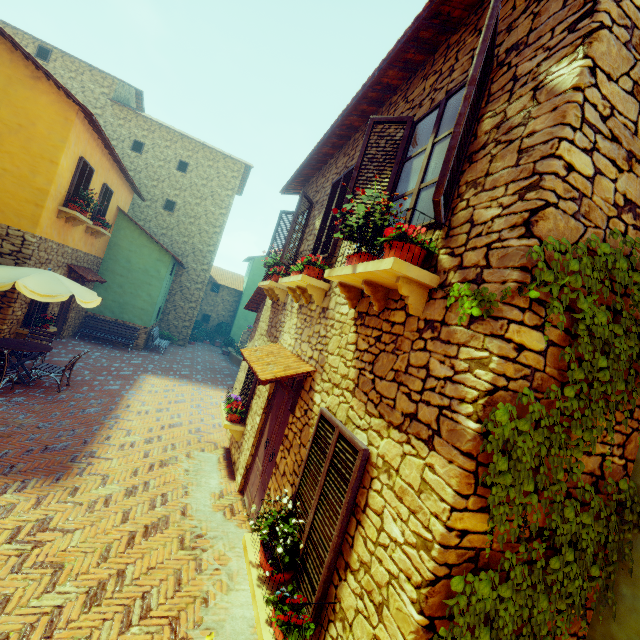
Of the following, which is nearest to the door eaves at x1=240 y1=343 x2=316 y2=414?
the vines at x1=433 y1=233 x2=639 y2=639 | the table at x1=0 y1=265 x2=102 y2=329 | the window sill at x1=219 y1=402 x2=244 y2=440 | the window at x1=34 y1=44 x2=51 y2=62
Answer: the window sill at x1=219 y1=402 x2=244 y2=440

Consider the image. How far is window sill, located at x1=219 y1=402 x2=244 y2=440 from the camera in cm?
720

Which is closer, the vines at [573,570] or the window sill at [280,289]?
the vines at [573,570]

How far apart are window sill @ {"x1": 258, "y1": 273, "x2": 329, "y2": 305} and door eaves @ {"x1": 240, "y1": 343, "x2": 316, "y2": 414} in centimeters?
95cm

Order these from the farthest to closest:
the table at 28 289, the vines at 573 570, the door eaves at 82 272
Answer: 1. the door eaves at 82 272
2. the table at 28 289
3. the vines at 573 570

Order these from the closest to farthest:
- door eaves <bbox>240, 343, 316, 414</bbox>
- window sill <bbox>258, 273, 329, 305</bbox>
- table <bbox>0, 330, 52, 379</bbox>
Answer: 1. door eaves <bbox>240, 343, 316, 414</bbox>
2. window sill <bbox>258, 273, 329, 305</bbox>
3. table <bbox>0, 330, 52, 379</bbox>

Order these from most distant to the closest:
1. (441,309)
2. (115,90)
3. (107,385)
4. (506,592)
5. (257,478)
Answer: (115,90), (107,385), (257,478), (441,309), (506,592)

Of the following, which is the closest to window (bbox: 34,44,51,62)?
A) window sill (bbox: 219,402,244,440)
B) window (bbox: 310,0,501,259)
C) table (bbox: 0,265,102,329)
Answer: window (bbox: 310,0,501,259)
